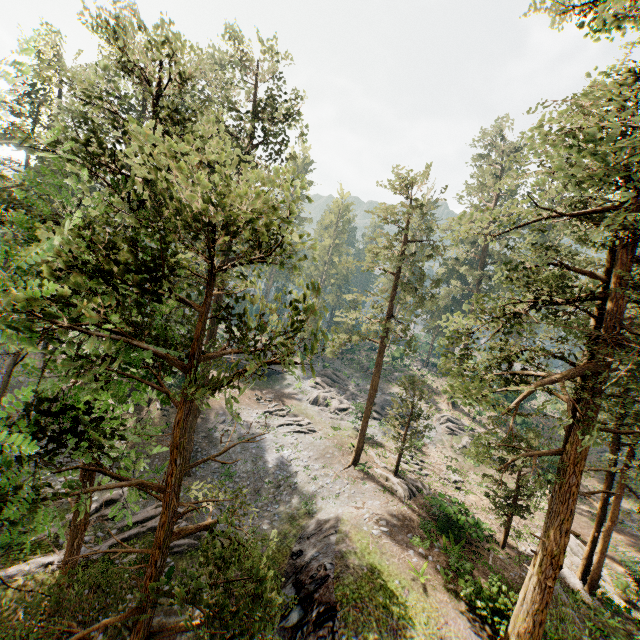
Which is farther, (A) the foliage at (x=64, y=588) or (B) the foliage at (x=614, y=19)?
(B) the foliage at (x=614, y=19)

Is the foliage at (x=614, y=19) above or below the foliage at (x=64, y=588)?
above

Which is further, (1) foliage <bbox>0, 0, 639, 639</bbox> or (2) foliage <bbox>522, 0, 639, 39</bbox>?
(2) foliage <bbox>522, 0, 639, 39</bbox>

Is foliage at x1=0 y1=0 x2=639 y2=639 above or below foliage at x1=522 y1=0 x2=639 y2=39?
below

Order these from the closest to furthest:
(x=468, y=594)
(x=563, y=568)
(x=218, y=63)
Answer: (x=468, y=594), (x=563, y=568), (x=218, y=63)
